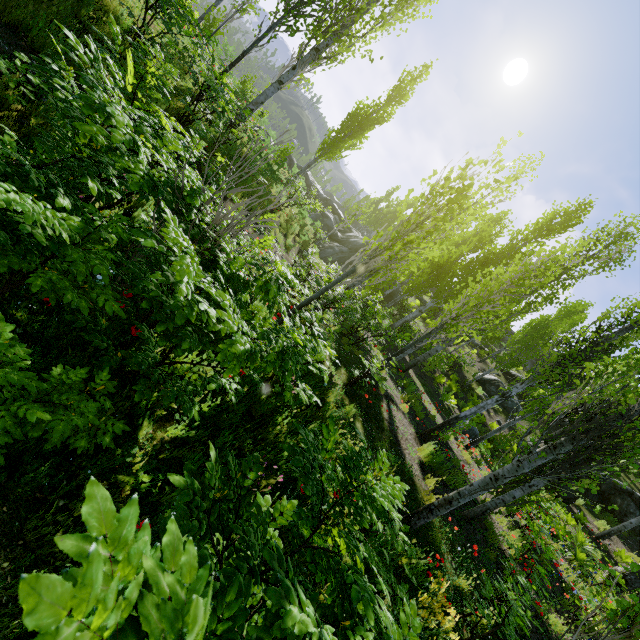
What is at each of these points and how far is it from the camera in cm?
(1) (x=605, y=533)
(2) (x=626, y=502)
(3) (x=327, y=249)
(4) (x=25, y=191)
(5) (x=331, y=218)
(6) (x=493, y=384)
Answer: (1) instancedfoliageactor, 1312
(2) rock, 1591
(3) rock, 2925
(4) instancedfoliageactor, 148
(5) rock, 3416
(6) rock, 2231

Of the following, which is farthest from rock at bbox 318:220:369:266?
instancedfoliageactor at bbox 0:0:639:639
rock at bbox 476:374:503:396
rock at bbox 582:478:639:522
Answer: rock at bbox 582:478:639:522

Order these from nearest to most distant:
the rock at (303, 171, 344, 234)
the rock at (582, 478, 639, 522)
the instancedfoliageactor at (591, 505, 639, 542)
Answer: the instancedfoliageactor at (591, 505, 639, 542) → the rock at (582, 478, 639, 522) → the rock at (303, 171, 344, 234)

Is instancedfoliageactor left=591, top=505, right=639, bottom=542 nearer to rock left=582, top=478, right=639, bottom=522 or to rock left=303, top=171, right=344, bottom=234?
rock left=582, top=478, right=639, bottom=522

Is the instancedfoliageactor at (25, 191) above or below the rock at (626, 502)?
below

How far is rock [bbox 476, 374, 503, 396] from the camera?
21.94m

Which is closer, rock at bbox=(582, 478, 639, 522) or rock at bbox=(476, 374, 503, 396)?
rock at bbox=(582, 478, 639, 522)

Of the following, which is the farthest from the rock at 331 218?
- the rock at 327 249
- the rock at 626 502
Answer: the rock at 626 502
